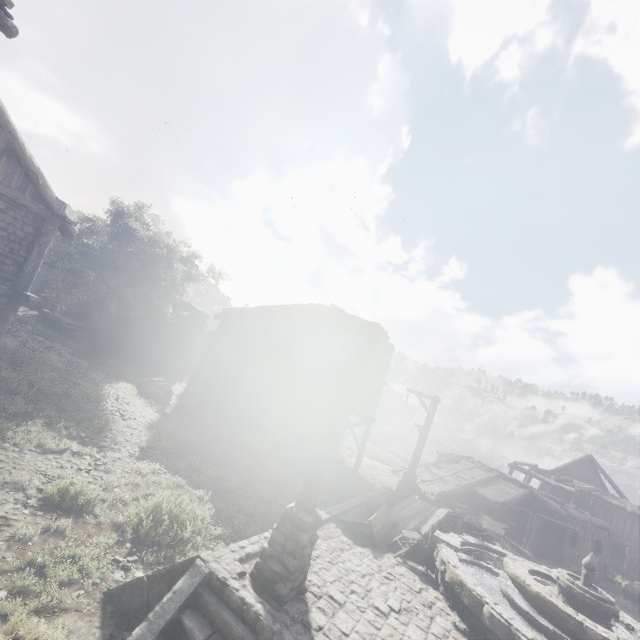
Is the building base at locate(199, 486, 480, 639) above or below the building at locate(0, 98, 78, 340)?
below

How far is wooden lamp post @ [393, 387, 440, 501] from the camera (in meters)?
13.66

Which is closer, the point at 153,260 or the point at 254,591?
the point at 254,591

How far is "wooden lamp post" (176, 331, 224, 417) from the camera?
18.97m

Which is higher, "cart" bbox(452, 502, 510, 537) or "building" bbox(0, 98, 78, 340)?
"building" bbox(0, 98, 78, 340)

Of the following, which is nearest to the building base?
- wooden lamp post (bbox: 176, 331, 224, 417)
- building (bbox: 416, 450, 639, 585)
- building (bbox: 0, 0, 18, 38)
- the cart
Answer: building (bbox: 0, 0, 18, 38)

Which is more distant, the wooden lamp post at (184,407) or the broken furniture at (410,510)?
the wooden lamp post at (184,407)

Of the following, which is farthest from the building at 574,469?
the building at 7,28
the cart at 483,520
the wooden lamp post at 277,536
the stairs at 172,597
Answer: the wooden lamp post at 277,536
